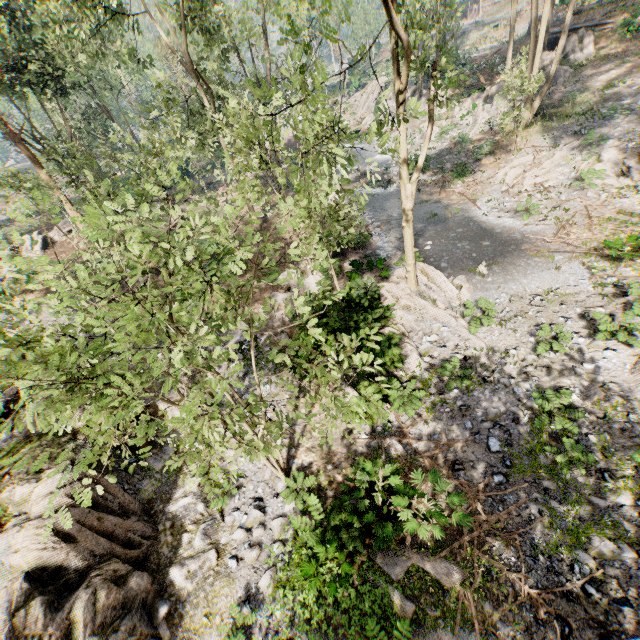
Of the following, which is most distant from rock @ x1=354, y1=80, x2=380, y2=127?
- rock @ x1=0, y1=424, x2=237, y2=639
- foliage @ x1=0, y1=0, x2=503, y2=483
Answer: rock @ x1=0, y1=424, x2=237, y2=639

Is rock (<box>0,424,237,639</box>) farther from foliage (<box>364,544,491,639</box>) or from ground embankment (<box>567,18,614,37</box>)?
ground embankment (<box>567,18,614,37</box>)

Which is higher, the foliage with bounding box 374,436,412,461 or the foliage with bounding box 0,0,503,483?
the foliage with bounding box 0,0,503,483

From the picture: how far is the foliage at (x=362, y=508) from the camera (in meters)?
7.41

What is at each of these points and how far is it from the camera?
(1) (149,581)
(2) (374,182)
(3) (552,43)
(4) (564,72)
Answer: (1) rock, 7.97m
(2) foliage, 8.06m
(3) ground embankment, 29.47m
(4) foliage, 25.16m

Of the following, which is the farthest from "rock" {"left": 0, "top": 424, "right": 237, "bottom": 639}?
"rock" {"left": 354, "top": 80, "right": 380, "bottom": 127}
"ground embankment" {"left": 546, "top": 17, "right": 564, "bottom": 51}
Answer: "ground embankment" {"left": 546, "top": 17, "right": 564, "bottom": 51}

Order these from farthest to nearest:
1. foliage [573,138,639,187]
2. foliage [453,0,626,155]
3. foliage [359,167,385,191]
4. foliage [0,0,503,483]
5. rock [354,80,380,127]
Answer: rock [354,80,380,127], foliage [453,0,626,155], foliage [573,138,639,187], foliage [359,167,385,191], foliage [0,0,503,483]
